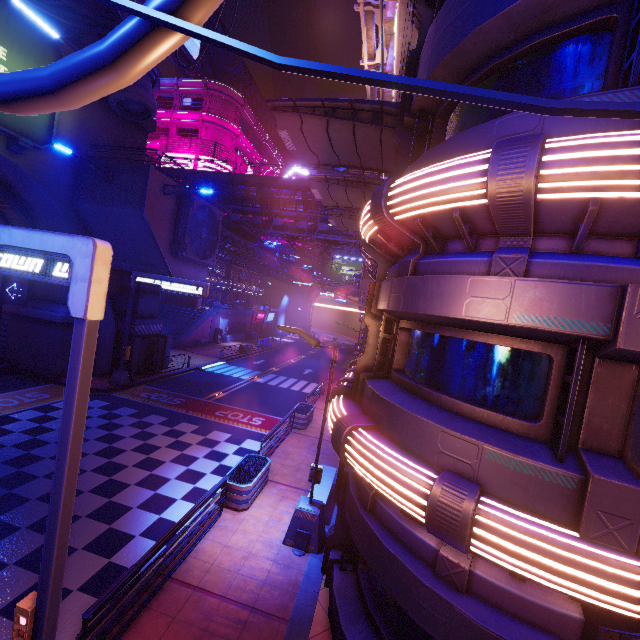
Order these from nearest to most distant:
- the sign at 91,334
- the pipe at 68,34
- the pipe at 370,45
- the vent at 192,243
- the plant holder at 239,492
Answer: A:
the sign at 91,334
the plant holder at 239,492
the pipe at 68,34
the pipe at 370,45
the vent at 192,243

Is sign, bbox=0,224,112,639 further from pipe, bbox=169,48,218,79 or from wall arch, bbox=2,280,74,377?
pipe, bbox=169,48,218,79

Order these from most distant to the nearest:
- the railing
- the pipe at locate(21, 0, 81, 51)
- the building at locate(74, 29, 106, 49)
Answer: the building at locate(74, 29, 106, 49) → the pipe at locate(21, 0, 81, 51) → the railing

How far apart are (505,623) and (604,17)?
8.45m

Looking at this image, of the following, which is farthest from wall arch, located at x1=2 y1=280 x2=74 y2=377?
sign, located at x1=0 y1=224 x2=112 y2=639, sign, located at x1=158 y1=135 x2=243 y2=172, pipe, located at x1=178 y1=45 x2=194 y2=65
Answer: pipe, located at x1=178 y1=45 x2=194 y2=65

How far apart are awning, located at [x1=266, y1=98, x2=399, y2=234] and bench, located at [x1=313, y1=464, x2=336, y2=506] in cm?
1134

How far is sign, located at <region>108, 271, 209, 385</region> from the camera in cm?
1936

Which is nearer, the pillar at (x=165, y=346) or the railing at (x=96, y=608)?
the railing at (x=96, y=608)
